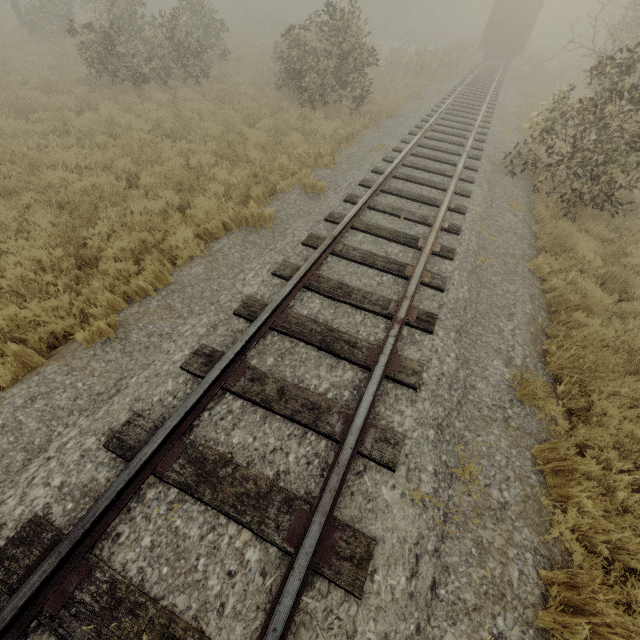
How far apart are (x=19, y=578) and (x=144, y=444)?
1.1m

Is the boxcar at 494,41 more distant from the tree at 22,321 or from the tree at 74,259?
the tree at 22,321

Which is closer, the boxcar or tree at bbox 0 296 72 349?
tree at bbox 0 296 72 349

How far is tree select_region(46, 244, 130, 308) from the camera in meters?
4.4 m

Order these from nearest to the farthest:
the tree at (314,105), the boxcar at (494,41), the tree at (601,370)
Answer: the tree at (601,370) → the tree at (314,105) → the boxcar at (494,41)

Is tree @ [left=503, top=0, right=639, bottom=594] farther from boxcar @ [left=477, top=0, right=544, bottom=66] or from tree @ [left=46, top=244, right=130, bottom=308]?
boxcar @ [left=477, top=0, right=544, bottom=66]

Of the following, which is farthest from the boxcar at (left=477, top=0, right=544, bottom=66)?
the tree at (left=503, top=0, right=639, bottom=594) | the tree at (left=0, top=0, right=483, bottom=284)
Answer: the tree at (left=503, top=0, right=639, bottom=594)
